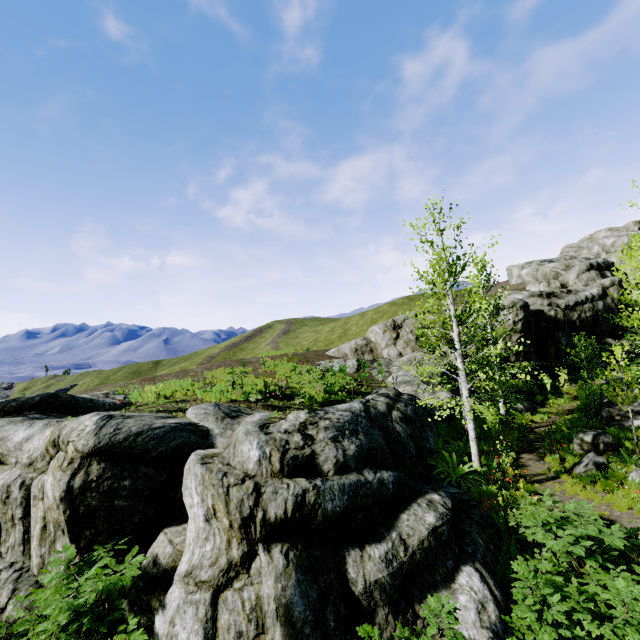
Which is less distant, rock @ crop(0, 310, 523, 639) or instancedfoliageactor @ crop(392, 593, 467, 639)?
instancedfoliageactor @ crop(392, 593, 467, 639)

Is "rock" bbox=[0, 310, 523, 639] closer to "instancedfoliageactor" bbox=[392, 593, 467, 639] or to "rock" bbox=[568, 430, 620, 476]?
"instancedfoliageactor" bbox=[392, 593, 467, 639]

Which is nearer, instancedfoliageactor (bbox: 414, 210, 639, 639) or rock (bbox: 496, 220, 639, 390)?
instancedfoliageactor (bbox: 414, 210, 639, 639)

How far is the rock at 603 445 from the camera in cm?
1228

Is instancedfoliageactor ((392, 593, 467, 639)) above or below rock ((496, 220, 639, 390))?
below

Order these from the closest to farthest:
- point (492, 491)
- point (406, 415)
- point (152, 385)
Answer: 1. point (492, 491)
2. point (406, 415)
3. point (152, 385)

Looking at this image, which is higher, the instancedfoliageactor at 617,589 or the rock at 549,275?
the rock at 549,275

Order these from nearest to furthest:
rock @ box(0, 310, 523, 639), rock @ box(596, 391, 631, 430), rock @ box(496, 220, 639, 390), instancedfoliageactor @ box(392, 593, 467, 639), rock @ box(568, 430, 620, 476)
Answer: instancedfoliageactor @ box(392, 593, 467, 639) < rock @ box(0, 310, 523, 639) < rock @ box(568, 430, 620, 476) < rock @ box(596, 391, 631, 430) < rock @ box(496, 220, 639, 390)
